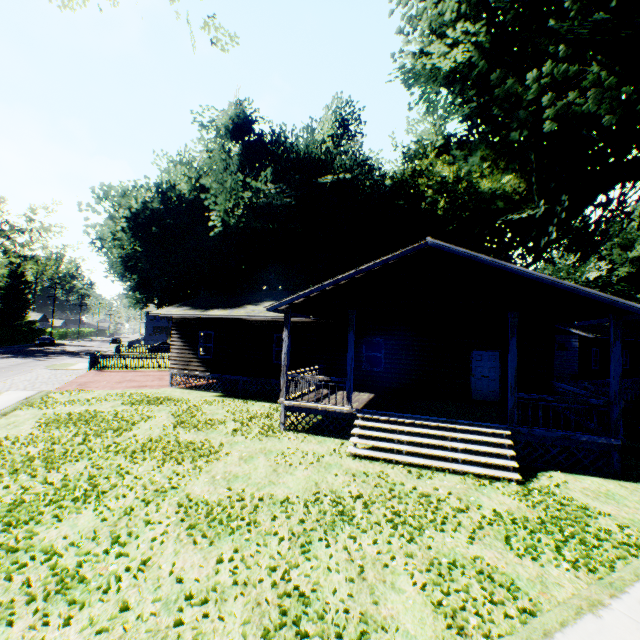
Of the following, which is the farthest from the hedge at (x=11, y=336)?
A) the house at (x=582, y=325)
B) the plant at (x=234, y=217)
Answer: the house at (x=582, y=325)

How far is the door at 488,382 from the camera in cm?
1415

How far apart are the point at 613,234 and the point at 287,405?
70.8m

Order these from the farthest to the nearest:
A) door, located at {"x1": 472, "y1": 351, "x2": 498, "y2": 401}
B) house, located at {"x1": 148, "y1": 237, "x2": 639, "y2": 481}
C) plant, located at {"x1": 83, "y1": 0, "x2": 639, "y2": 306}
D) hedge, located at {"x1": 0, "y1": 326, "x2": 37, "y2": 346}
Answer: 1. hedge, located at {"x1": 0, "y1": 326, "x2": 37, "y2": 346}
2. plant, located at {"x1": 83, "y1": 0, "x2": 639, "y2": 306}
3. door, located at {"x1": 472, "y1": 351, "x2": 498, "y2": 401}
4. house, located at {"x1": 148, "y1": 237, "x2": 639, "y2": 481}

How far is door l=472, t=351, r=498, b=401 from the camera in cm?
1415

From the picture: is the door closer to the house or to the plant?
the house

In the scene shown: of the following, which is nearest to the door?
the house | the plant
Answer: the house
